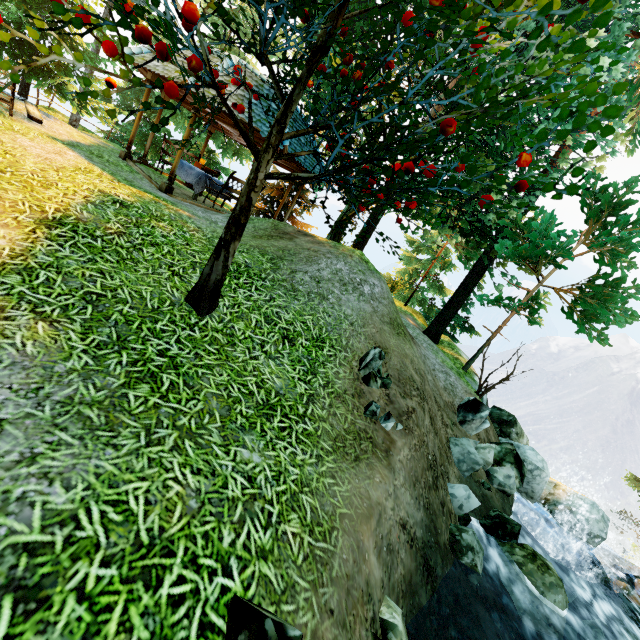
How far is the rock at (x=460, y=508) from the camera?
4.7m

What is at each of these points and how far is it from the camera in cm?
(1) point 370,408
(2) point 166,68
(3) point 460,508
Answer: (1) rock, 456
(2) building, 859
(3) rock, 553

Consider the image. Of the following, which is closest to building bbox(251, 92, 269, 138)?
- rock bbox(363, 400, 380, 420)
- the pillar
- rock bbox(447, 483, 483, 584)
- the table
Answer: the pillar

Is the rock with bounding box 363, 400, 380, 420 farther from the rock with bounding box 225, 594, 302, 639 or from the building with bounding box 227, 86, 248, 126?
the building with bounding box 227, 86, 248, 126

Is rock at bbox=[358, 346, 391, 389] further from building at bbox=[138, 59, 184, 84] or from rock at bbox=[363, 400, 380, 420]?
building at bbox=[138, 59, 184, 84]

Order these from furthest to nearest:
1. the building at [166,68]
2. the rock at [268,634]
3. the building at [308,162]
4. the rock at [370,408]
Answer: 1. the building at [308,162]
2. the building at [166,68]
3. the rock at [370,408]
4. the rock at [268,634]

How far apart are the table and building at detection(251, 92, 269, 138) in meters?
2.5 m

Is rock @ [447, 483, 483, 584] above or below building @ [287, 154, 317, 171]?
below
